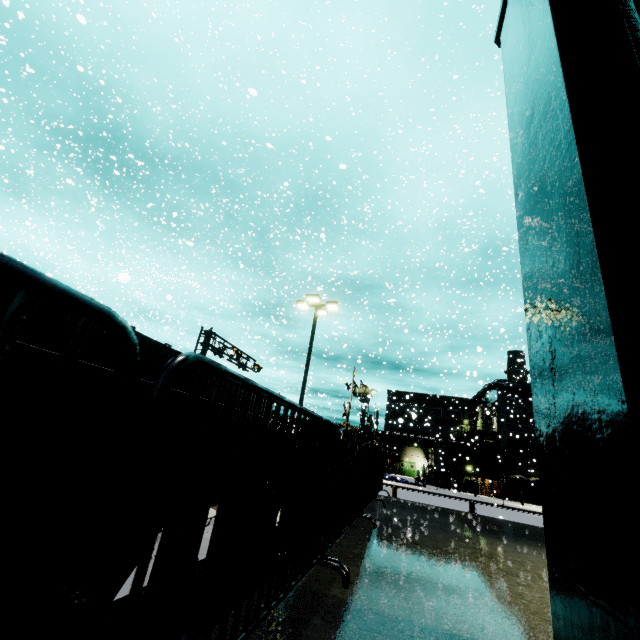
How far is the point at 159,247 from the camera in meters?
19.5

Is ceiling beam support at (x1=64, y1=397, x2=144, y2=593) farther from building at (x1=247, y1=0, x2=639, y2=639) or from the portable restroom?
the portable restroom

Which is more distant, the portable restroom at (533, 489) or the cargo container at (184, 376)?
the portable restroom at (533, 489)

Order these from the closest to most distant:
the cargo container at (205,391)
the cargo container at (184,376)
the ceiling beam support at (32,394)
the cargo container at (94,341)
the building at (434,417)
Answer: the ceiling beam support at (32,394)
the cargo container at (94,341)
the cargo container at (184,376)
the cargo container at (205,391)
the building at (434,417)

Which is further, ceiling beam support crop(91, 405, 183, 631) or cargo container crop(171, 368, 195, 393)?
cargo container crop(171, 368, 195, 393)

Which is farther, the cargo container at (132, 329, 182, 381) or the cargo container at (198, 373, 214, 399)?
the cargo container at (198, 373, 214, 399)

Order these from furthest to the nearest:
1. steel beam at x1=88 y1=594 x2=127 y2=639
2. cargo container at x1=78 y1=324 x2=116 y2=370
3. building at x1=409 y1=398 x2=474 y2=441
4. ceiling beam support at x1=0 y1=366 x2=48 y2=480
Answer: building at x1=409 y1=398 x2=474 y2=441 < cargo container at x1=78 y1=324 x2=116 y2=370 < steel beam at x1=88 y1=594 x2=127 y2=639 < ceiling beam support at x1=0 y1=366 x2=48 y2=480

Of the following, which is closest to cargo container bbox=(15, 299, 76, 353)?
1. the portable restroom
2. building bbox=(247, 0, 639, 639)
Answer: building bbox=(247, 0, 639, 639)
